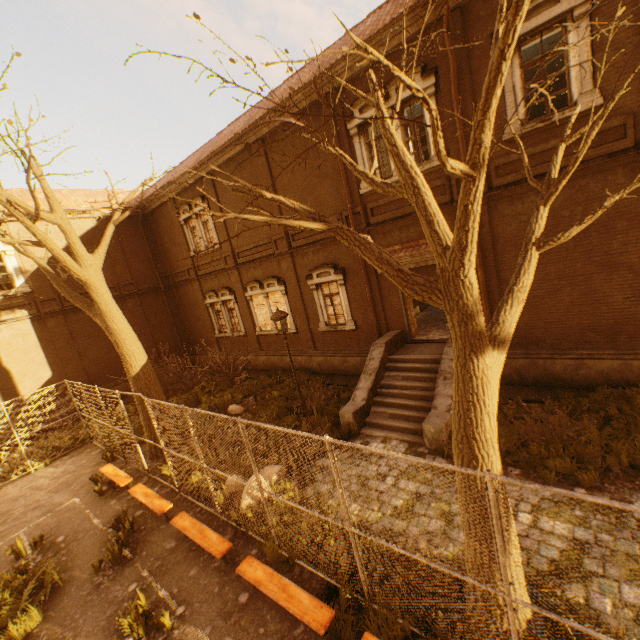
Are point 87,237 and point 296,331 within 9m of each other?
no

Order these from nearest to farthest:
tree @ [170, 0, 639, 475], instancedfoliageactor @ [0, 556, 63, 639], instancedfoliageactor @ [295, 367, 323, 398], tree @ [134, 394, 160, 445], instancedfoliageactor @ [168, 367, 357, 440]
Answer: tree @ [170, 0, 639, 475]
instancedfoliageactor @ [0, 556, 63, 639]
instancedfoliageactor @ [168, 367, 357, 440]
tree @ [134, 394, 160, 445]
instancedfoliageactor @ [295, 367, 323, 398]

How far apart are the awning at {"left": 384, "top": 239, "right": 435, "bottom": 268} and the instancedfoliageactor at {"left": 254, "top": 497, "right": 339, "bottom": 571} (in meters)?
7.42

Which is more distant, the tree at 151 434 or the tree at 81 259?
the tree at 151 434

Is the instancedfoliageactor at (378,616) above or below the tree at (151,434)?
below

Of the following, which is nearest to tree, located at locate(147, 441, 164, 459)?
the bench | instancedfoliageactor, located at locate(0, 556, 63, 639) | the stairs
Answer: the bench

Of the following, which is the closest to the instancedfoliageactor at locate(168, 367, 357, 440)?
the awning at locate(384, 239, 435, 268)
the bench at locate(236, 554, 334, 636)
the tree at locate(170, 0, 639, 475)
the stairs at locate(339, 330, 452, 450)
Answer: the stairs at locate(339, 330, 452, 450)

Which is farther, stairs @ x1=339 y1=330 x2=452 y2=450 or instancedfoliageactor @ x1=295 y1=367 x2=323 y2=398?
instancedfoliageactor @ x1=295 y1=367 x2=323 y2=398
